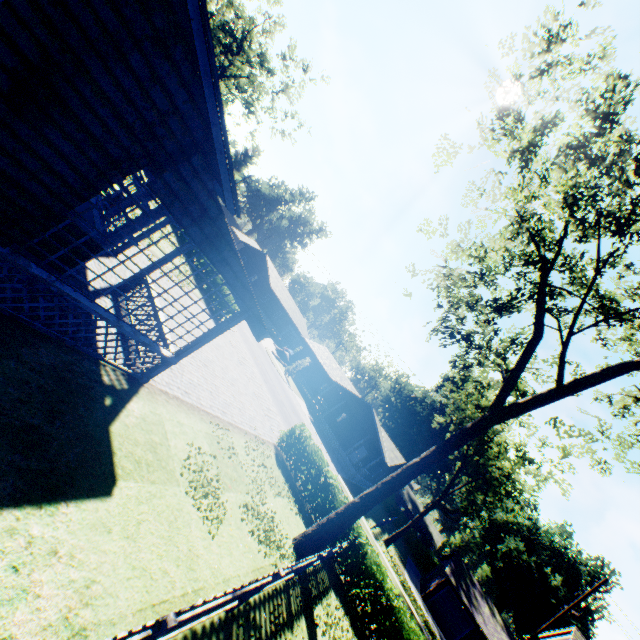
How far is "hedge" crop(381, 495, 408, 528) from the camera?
53.19m

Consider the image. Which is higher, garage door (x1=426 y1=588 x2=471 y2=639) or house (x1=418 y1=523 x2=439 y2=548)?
house (x1=418 y1=523 x2=439 y2=548)

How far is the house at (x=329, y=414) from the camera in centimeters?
3656cm

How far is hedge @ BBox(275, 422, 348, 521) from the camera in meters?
14.7

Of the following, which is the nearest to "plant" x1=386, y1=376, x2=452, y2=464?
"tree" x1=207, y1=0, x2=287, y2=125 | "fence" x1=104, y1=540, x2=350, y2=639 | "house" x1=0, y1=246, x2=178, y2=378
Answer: "fence" x1=104, y1=540, x2=350, y2=639

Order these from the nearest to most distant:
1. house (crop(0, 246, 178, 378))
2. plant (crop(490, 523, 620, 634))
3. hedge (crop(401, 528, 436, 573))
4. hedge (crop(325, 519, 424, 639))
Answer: house (crop(0, 246, 178, 378)) → hedge (crop(325, 519, 424, 639)) → hedge (crop(401, 528, 436, 573)) → plant (crop(490, 523, 620, 634))

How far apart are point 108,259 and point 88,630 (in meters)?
10.54

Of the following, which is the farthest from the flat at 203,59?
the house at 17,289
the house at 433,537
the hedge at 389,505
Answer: the house at 433,537
